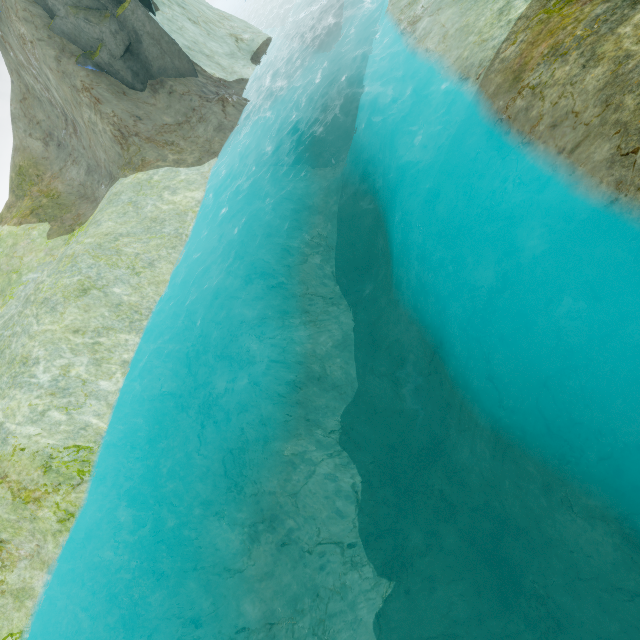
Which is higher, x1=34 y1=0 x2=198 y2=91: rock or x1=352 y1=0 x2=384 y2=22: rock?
x1=34 y1=0 x2=198 y2=91: rock

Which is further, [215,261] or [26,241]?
[26,241]

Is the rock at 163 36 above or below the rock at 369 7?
above
